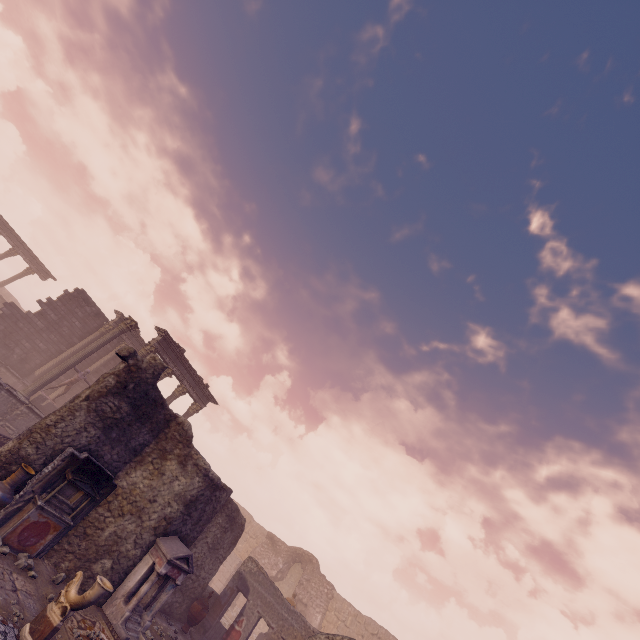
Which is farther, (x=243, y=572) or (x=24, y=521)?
(x=243, y=572)

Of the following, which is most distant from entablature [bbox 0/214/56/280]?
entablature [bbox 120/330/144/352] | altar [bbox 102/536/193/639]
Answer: altar [bbox 102/536/193/639]

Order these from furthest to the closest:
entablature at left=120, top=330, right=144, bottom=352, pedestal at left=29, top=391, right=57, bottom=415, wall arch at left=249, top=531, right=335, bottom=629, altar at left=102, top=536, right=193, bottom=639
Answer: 1. entablature at left=120, top=330, right=144, bottom=352
2. wall arch at left=249, top=531, right=335, bottom=629
3. pedestal at left=29, top=391, right=57, bottom=415
4. altar at left=102, top=536, right=193, bottom=639

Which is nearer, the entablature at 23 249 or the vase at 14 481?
the vase at 14 481

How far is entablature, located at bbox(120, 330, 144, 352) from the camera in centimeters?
2291cm

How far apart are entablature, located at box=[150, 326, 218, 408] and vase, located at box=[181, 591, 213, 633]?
10.5 meters

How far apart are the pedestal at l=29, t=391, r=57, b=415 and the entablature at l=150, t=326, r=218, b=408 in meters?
5.6

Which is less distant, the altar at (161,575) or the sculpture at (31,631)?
the sculpture at (31,631)
